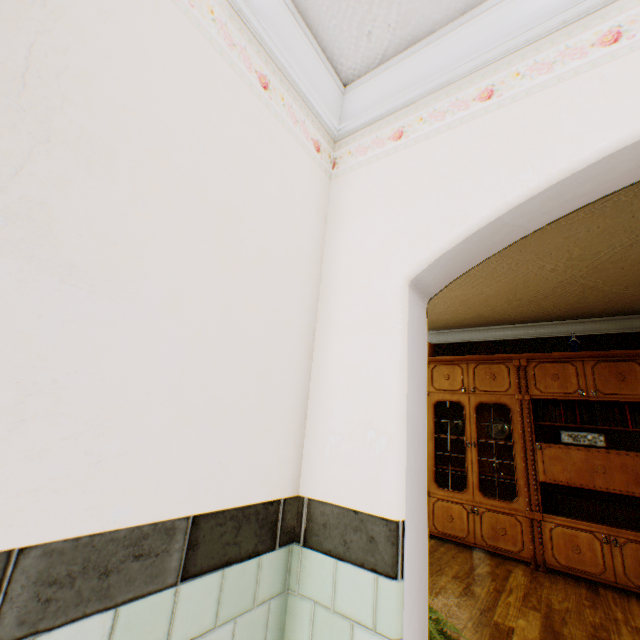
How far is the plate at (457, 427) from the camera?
5.0 meters

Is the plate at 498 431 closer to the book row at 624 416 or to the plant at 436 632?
the book row at 624 416

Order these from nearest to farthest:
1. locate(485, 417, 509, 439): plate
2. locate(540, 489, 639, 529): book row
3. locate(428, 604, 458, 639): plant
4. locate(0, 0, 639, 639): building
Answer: locate(0, 0, 639, 639): building, locate(428, 604, 458, 639): plant, locate(540, 489, 639, 529): book row, locate(485, 417, 509, 439): plate

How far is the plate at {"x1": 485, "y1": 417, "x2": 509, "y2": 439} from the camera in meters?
4.6 m

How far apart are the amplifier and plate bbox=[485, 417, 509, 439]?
0.6m

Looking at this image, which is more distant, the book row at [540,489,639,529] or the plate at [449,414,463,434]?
the plate at [449,414,463,434]

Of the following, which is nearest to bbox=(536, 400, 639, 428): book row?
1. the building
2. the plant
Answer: the building

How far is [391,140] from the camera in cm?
163
